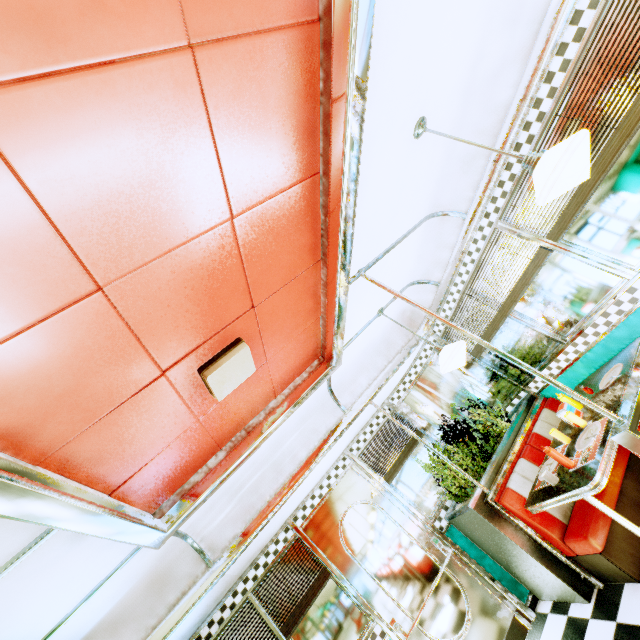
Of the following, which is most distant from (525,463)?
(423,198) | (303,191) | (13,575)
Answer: (13,575)

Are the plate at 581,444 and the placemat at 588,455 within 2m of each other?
yes

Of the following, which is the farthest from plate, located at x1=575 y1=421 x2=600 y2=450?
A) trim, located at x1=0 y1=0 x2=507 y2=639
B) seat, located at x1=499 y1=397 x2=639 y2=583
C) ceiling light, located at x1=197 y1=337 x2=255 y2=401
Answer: ceiling light, located at x1=197 y1=337 x2=255 y2=401

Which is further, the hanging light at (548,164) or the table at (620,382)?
the table at (620,382)

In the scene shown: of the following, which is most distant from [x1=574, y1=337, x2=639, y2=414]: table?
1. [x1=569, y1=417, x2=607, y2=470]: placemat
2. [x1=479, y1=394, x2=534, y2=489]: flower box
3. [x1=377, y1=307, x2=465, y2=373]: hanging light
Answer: [x1=377, y1=307, x2=465, y2=373]: hanging light

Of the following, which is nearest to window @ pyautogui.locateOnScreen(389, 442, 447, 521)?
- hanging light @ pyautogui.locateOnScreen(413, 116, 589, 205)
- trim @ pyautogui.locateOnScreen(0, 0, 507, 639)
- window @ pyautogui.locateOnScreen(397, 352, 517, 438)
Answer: window @ pyautogui.locateOnScreen(397, 352, 517, 438)

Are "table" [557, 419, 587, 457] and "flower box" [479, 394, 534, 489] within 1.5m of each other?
yes

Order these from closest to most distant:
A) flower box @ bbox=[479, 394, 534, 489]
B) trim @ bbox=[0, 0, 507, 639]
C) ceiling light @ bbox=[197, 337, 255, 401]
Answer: trim @ bbox=[0, 0, 507, 639] < ceiling light @ bbox=[197, 337, 255, 401] < flower box @ bbox=[479, 394, 534, 489]
